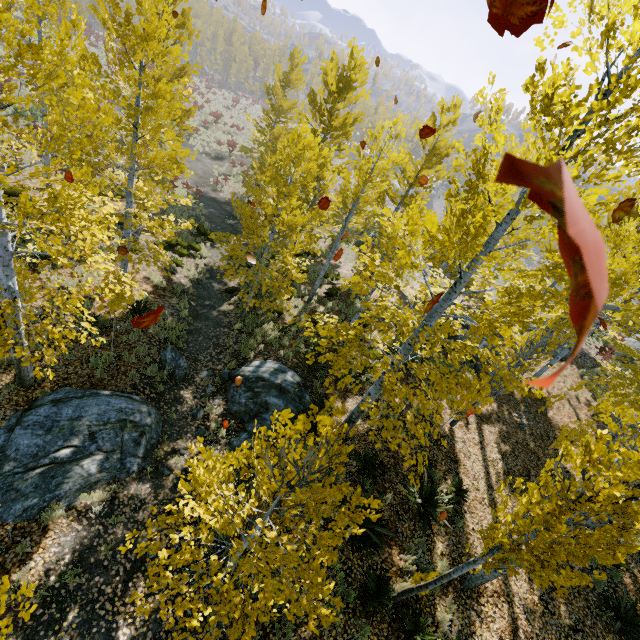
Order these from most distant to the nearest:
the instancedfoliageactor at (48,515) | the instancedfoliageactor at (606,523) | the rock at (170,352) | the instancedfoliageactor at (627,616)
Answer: the rock at (170,352), the instancedfoliageactor at (627,616), the instancedfoliageactor at (48,515), the instancedfoliageactor at (606,523)

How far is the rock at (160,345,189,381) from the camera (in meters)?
10.10

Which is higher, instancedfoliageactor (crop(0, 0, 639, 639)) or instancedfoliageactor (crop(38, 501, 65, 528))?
instancedfoliageactor (crop(0, 0, 639, 639))

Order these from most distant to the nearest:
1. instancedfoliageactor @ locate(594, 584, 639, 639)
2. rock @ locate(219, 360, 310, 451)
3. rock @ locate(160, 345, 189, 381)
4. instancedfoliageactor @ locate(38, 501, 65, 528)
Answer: rock @ locate(160, 345, 189, 381) < rock @ locate(219, 360, 310, 451) < instancedfoliageactor @ locate(594, 584, 639, 639) < instancedfoliageactor @ locate(38, 501, 65, 528)

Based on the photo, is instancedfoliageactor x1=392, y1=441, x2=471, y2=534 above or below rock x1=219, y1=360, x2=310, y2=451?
above

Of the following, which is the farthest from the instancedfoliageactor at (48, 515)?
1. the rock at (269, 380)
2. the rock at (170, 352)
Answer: the rock at (170, 352)

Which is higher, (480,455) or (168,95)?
(168,95)

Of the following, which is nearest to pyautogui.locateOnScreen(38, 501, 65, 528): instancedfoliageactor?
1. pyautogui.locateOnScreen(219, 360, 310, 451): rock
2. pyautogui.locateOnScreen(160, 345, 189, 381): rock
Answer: pyautogui.locateOnScreen(219, 360, 310, 451): rock
